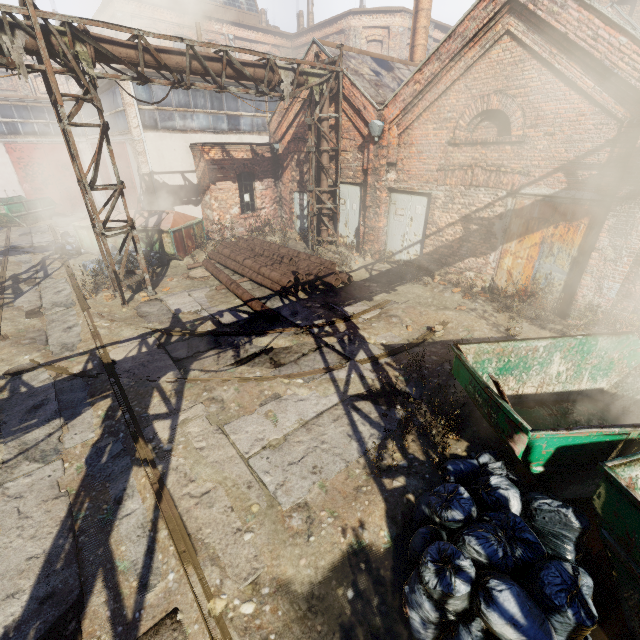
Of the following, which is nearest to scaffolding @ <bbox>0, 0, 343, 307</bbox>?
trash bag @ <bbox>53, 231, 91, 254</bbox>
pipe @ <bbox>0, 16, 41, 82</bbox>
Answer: pipe @ <bbox>0, 16, 41, 82</bbox>

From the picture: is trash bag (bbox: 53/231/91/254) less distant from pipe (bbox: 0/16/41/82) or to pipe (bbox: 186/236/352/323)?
pipe (bbox: 186/236/352/323)

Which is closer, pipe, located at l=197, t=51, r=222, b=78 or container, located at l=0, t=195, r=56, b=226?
pipe, located at l=197, t=51, r=222, b=78

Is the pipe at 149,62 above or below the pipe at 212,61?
below

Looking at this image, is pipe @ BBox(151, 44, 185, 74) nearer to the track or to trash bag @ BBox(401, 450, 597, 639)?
the track

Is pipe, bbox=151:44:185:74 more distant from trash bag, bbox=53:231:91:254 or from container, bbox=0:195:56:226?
container, bbox=0:195:56:226

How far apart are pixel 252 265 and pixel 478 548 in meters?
9.5 m

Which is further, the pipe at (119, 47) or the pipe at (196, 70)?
the pipe at (196, 70)
